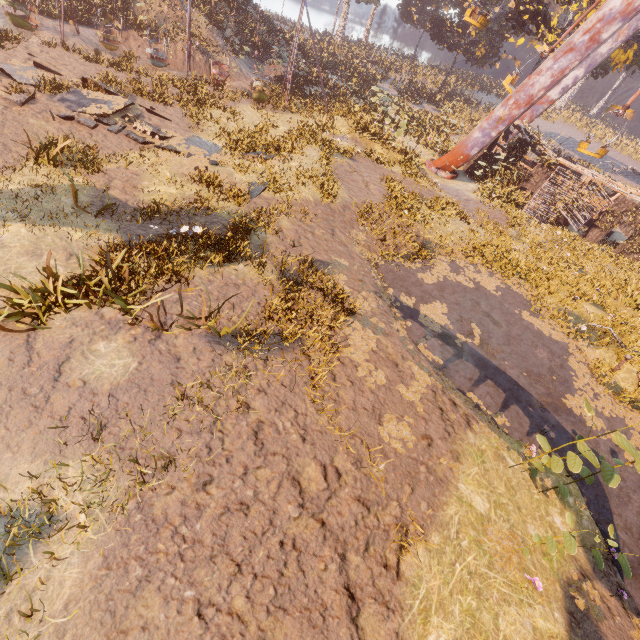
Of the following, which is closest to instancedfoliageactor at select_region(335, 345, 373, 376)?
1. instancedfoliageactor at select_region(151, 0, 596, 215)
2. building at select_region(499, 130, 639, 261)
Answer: instancedfoliageactor at select_region(151, 0, 596, 215)

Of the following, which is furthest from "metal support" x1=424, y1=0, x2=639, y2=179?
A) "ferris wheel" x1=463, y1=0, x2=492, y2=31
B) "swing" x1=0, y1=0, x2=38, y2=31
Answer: "swing" x1=0, y1=0, x2=38, y2=31

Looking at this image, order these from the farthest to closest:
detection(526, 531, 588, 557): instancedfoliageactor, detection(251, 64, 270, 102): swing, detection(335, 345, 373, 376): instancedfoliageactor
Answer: detection(251, 64, 270, 102): swing < detection(335, 345, 373, 376): instancedfoliageactor < detection(526, 531, 588, 557): instancedfoliageactor

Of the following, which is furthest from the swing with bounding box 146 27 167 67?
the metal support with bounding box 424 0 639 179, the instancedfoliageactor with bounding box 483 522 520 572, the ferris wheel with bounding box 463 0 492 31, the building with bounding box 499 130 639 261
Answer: the instancedfoliageactor with bounding box 483 522 520 572

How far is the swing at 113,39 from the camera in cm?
1764

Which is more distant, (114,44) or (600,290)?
(114,44)

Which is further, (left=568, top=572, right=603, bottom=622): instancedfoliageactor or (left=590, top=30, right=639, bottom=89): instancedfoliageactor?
(left=590, top=30, right=639, bottom=89): instancedfoliageactor
